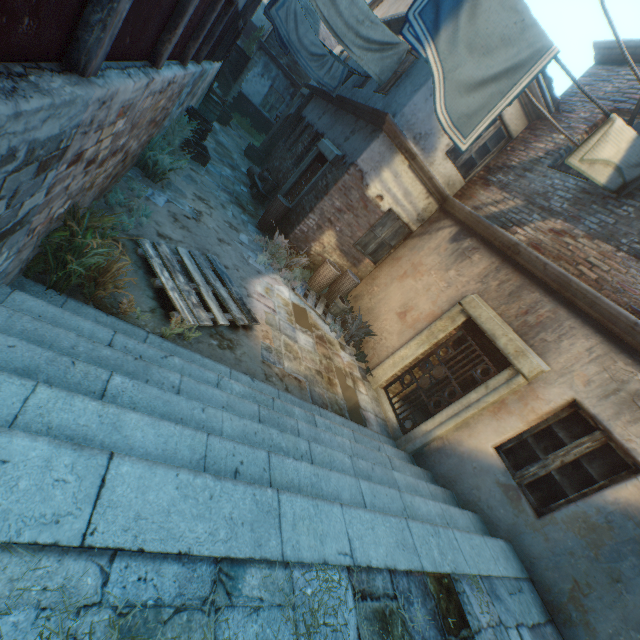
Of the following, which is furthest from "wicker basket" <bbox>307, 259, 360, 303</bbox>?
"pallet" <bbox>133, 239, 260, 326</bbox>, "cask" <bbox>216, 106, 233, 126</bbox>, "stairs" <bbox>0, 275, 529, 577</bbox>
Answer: "cask" <bbox>216, 106, 233, 126</bbox>

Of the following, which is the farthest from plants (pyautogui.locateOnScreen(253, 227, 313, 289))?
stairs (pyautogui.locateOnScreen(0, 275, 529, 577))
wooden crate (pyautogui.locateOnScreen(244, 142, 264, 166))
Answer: wooden crate (pyautogui.locateOnScreen(244, 142, 264, 166))

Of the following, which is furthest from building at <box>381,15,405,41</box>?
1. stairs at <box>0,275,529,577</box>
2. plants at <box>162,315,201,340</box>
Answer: plants at <box>162,315,201,340</box>

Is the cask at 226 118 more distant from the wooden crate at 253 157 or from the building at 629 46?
the wooden crate at 253 157

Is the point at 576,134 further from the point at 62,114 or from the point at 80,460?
the point at 80,460

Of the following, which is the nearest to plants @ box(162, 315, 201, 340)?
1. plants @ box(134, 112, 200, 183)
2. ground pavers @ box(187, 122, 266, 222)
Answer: ground pavers @ box(187, 122, 266, 222)

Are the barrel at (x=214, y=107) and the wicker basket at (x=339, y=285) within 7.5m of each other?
no

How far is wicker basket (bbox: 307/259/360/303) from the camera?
7.87m
